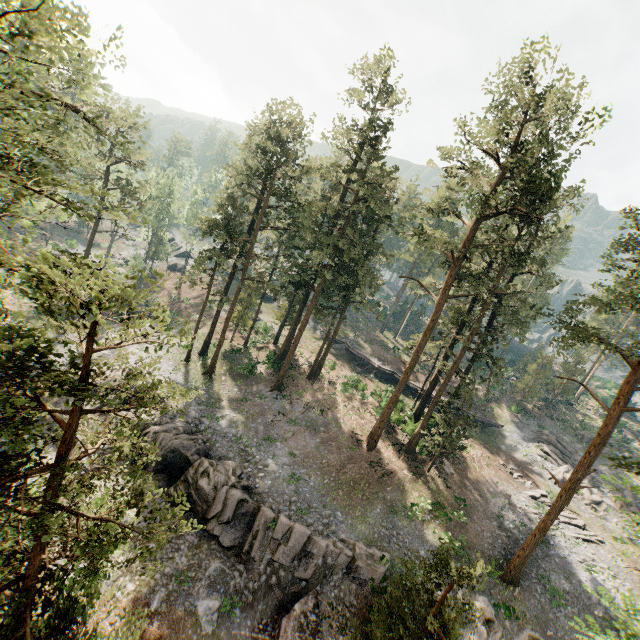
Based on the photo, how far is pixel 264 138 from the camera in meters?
26.4

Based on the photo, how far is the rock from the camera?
18.16m

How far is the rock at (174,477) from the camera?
18.2m

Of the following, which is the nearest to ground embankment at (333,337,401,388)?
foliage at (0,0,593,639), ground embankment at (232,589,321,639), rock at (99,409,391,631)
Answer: foliage at (0,0,593,639)

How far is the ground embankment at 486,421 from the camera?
43.2m

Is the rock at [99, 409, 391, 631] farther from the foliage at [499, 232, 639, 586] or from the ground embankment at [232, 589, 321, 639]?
the foliage at [499, 232, 639, 586]

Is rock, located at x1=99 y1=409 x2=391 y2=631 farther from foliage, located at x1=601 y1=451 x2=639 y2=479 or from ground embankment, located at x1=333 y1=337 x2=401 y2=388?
ground embankment, located at x1=333 y1=337 x2=401 y2=388

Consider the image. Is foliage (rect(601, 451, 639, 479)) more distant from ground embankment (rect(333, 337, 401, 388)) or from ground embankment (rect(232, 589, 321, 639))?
ground embankment (rect(333, 337, 401, 388))
